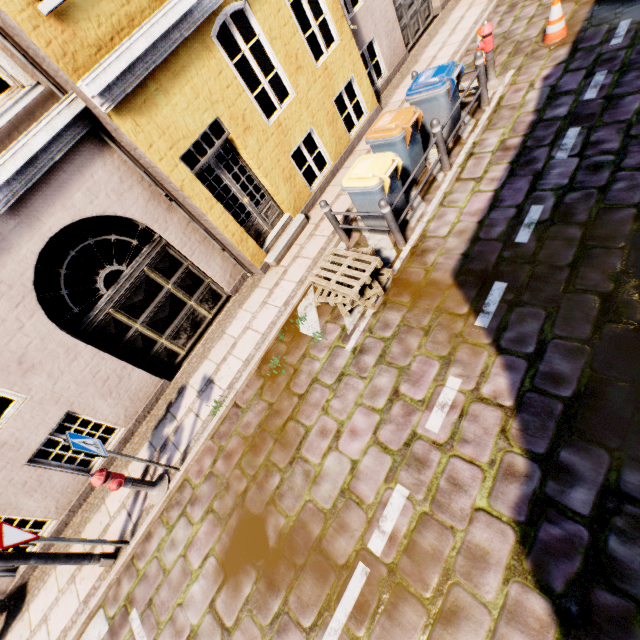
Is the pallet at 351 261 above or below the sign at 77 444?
below

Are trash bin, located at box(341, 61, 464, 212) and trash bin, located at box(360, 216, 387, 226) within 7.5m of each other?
yes

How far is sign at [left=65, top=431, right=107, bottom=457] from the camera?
4.3 meters

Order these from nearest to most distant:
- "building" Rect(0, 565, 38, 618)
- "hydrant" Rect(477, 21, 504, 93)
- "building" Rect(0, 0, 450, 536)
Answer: "building" Rect(0, 0, 450, 536)
"building" Rect(0, 565, 38, 618)
"hydrant" Rect(477, 21, 504, 93)

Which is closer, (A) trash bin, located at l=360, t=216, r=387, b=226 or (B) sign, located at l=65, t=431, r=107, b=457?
(B) sign, located at l=65, t=431, r=107, b=457

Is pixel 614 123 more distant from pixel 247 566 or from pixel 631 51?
pixel 247 566

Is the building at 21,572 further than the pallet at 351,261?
Yes

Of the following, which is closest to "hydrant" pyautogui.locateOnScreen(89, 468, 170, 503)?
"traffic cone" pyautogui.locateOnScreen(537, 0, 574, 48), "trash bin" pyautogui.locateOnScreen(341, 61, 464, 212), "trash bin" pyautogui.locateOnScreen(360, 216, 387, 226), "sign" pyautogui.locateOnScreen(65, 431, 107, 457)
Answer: "sign" pyautogui.locateOnScreen(65, 431, 107, 457)
